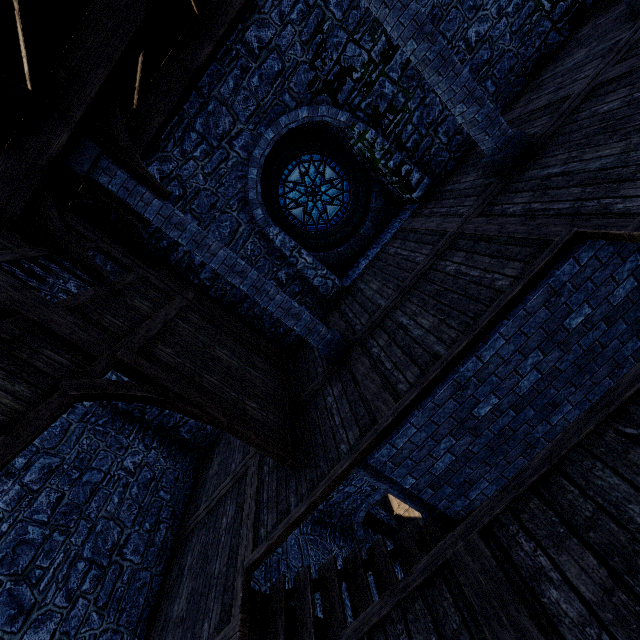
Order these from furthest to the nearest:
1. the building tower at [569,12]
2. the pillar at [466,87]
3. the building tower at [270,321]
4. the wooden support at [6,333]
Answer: the building tower at [270,321], the building tower at [569,12], the pillar at [466,87], the wooden support at [6,333]

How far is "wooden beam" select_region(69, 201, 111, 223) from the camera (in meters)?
6.63

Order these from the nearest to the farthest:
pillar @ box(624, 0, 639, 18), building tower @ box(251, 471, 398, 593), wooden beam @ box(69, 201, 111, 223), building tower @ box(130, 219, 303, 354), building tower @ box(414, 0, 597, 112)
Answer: pillar @ box(624, 0, 639, 18) → wooden beam @ box(69, 201, 111, 223) → building tower @ box(414, 0, 597, 112) → building tower @ box(130, 219, 303, 354) → building tower @ box(251, 471, 398, 593)

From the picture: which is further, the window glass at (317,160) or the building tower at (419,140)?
the window glass at (317,160)

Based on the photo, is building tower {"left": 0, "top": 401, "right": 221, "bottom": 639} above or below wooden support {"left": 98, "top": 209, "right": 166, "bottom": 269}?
below

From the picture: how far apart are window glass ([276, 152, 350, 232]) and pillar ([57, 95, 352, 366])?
3.72m

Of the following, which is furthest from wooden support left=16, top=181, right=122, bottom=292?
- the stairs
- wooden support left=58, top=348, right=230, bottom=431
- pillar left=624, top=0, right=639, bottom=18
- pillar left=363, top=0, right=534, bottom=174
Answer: pillar left=624, top=0, right=639, bottom=18

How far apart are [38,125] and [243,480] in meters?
6.6 m
